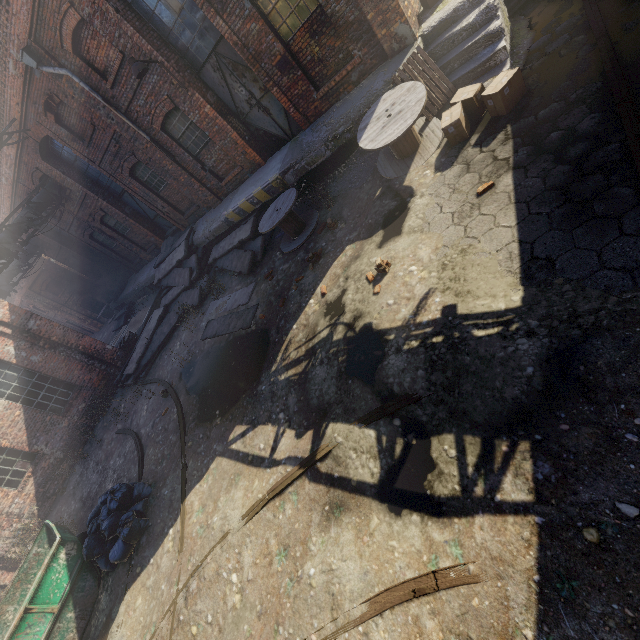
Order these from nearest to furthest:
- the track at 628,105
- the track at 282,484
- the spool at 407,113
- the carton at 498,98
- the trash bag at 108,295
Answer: the track at 628,105, the track at 282,484, the carton at 498,98, the spool at 407,113, the trash bag at 108,295

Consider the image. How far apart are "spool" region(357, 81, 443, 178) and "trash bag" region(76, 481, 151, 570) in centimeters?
921cm

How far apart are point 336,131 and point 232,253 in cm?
545

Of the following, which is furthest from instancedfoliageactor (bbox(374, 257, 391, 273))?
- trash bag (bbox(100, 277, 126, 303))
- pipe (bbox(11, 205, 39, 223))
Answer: trash bag (bbox(100, 277, 126, 303))

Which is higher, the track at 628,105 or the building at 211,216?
the building at 211,216

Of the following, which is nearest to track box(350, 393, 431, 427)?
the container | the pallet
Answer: the container

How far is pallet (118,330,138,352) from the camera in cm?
1498

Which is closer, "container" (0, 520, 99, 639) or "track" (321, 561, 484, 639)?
"track" (321, 561, 484, 639)
